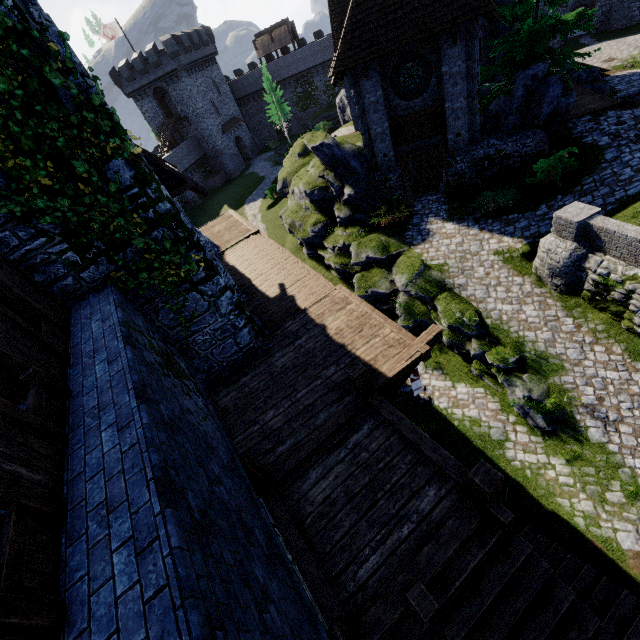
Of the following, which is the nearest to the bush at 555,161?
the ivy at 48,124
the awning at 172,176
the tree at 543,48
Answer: the tree at 543,48

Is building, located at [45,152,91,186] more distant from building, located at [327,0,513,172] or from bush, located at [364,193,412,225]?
building, located at [327,0,513,172]

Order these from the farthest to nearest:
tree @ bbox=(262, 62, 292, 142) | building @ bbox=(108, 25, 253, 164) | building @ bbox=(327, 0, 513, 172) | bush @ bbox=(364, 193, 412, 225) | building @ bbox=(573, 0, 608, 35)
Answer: tree @ bbox=(262, 62, 292, 142), building @ bbox=(108, 25, 253, 164), building @ bbox=(573, 0, 608, 35), bush @ bbox=(364, 193, 412, 225), building @ bbox=(327, 0, 513, 172)

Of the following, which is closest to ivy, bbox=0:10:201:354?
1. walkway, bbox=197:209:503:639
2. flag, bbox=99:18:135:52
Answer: walkway, bbox=197:209:503:639

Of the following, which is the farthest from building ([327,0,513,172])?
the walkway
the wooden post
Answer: the wooden post

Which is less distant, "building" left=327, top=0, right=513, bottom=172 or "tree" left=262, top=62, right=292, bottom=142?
"building" left=327, top=0, right=513, bottom=172

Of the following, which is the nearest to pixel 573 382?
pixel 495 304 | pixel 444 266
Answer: pixel 495 304

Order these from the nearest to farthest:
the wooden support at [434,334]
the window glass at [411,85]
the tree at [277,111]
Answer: the wooden support at [434,334], the window glass at [411,85], the tree at [277,111]
